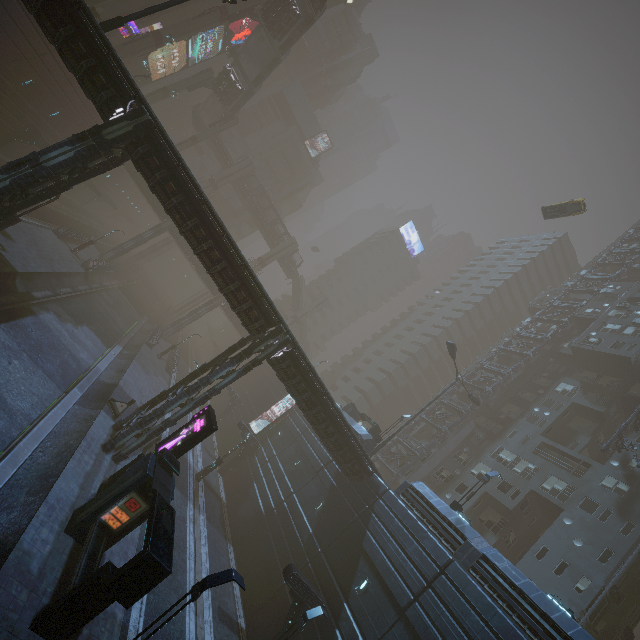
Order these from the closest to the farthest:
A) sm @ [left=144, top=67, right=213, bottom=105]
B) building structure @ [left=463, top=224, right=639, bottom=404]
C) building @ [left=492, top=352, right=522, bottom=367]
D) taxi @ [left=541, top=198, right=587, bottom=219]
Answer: taxi @ [left=541, top=198, right=587, bottom=219]
building structure @ [left=463, top=224, right=639, bottom=404]
building @ [left=492, top=352, right=522, bottom=367]
sm @ [left=144, top=67, right=213, bottom=105]

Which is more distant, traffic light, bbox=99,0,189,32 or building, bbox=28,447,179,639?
traffic light, bbox=99,0,189,32

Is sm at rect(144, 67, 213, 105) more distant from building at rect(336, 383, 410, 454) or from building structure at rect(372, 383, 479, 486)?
building structure at rect(372, 383, 479, 486)

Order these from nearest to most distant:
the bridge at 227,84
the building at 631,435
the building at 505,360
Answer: the building at 631,435 → the building at 505,360 → the bridge at 227,84

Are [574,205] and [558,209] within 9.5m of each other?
yes

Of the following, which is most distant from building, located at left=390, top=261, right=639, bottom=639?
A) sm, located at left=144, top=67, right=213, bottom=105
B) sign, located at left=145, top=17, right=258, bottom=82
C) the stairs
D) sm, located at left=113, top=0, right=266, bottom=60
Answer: the stairs

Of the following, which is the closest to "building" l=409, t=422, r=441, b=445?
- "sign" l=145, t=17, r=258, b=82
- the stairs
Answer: "sign" l=145, t=17, r=258, b=82

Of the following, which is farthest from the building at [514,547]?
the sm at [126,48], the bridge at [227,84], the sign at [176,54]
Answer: the bridge at [227,84]
